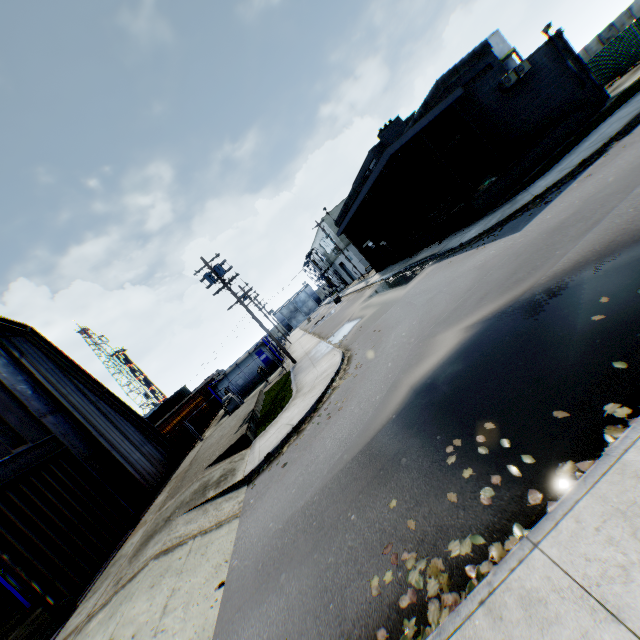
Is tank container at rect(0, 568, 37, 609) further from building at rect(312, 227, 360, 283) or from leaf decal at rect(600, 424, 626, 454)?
building at rect(312, 227, 360, 283)

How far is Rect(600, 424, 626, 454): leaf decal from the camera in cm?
309

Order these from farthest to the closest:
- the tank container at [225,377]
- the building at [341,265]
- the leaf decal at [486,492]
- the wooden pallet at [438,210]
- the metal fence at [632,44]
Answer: the building at [341,265] → the tank container at [225,377] → the metal fence at [632,44] → the wooden pallet at [438,210] → the leaf decal at [486,492]

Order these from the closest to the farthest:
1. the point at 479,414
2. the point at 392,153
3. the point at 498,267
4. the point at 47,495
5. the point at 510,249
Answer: the point at 479,414 < the point at 498,267 < the point at 510,249 < the point at 47,495 < the point at 392,153

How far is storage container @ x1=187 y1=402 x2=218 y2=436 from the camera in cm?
2786

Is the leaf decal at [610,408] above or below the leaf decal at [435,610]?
above

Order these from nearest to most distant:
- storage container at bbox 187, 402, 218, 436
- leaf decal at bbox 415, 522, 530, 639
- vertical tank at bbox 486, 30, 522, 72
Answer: leaf decal at bbox 415, 522, 530, 639 < storage container at bbox 187, 402, 218, 436 < vertical tank at bbox 486, 30, 522, 72

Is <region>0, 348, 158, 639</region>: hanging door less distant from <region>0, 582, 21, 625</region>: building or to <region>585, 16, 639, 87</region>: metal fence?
<region>0, 582, 21, 625</region>: building
